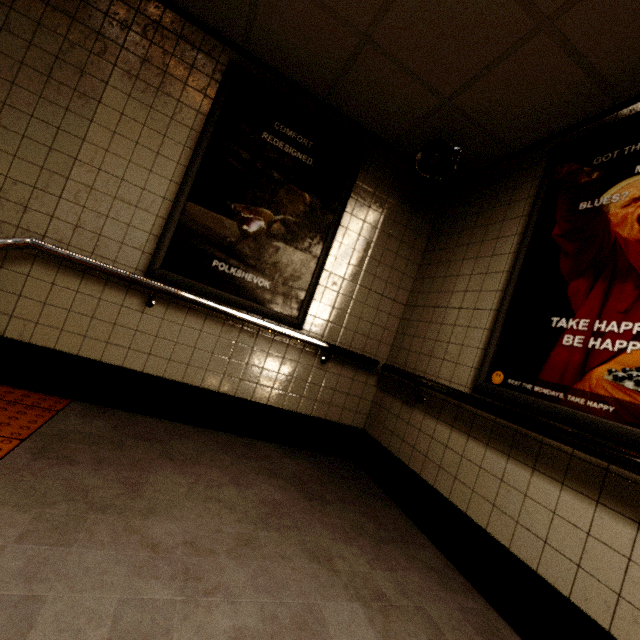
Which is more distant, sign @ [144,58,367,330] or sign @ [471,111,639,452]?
sign @ [144,58,367,330]

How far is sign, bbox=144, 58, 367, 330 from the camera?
2.5m

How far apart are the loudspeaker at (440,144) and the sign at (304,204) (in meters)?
0.50

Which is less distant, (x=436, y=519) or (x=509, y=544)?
(x=509, y=544)

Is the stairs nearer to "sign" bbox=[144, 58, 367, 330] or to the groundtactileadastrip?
the groundtactileadastrip

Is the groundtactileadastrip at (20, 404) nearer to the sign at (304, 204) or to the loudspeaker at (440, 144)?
the sign at (304, 204)

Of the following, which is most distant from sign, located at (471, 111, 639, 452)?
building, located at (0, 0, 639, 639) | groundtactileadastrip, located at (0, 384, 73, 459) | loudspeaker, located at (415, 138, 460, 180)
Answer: groundtactileadastrip, located at (0, 384, 73, 459)

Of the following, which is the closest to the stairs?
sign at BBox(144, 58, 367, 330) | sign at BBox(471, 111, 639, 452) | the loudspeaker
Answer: sign at BBox(144, 58, 367, 330)
